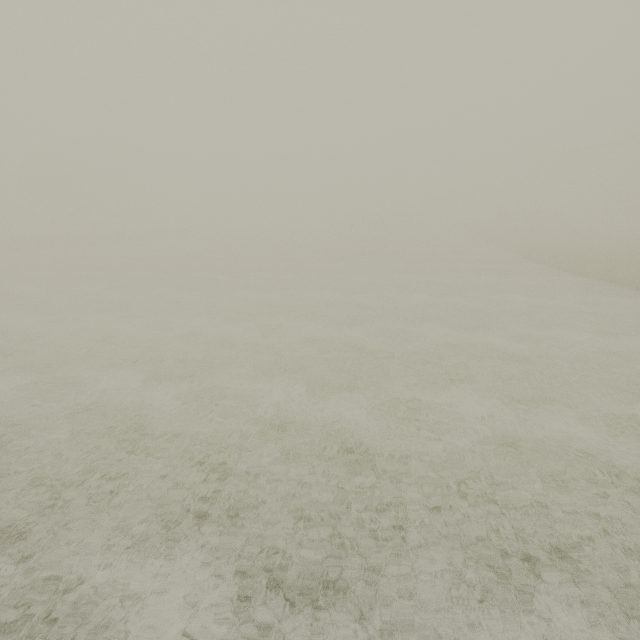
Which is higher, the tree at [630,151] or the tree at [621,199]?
the tree at [630,151]

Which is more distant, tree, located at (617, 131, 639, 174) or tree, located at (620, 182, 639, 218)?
tree, located at (620, 182, 639, 218)

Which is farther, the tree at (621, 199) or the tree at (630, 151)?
the tree at (621, 199)

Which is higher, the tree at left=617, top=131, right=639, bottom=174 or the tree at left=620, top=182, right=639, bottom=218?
the tree at left=617, top=131, right=639, bottom=174

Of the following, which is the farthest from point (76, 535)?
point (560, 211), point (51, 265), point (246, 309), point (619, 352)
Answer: point (560, 211)
